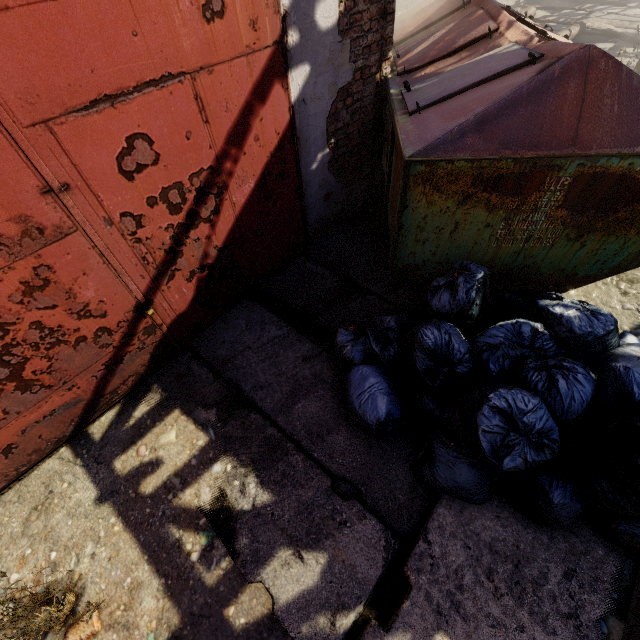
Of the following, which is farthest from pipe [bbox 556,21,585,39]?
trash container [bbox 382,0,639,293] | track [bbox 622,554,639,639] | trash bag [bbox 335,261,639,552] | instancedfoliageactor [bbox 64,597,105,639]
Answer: instancedfoliageactor [bbox 64,597,105,639]

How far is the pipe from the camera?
8.0 meters

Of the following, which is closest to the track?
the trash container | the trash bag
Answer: the trash bag

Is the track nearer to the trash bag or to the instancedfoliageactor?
the trash bag

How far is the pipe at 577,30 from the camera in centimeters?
796cm

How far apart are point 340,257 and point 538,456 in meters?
2.6 m

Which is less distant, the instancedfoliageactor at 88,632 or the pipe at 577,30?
the instancedfoliageactor at 88,632
